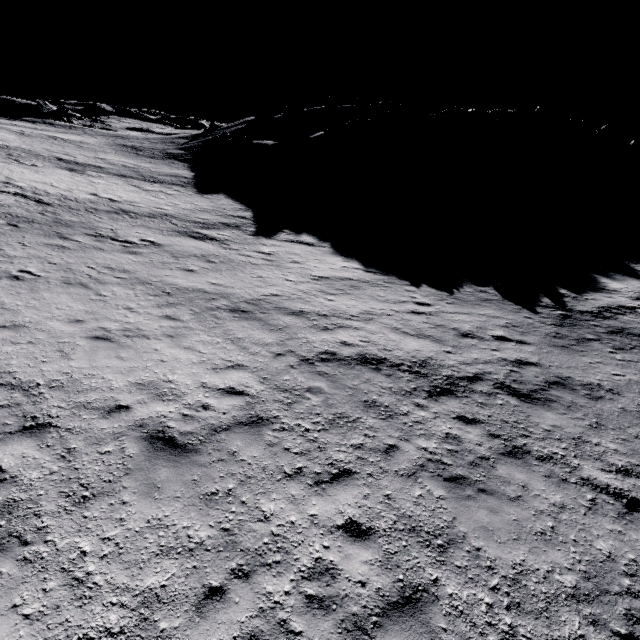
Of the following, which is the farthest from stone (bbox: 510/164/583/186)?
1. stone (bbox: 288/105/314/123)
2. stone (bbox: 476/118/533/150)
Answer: stone (bbox: 288/105/314/123)

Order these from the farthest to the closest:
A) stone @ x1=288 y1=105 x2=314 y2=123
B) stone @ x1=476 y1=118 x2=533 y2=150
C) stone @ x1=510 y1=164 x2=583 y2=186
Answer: stone @ x1=288 y1=105 x2=314 y2=123
stone @ x1=476 y1=118 x2=533 y2=150
stone @ x1=510 y1=164 x2=583 y2=186

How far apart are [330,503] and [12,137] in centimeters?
5288cm

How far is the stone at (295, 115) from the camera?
57.2m

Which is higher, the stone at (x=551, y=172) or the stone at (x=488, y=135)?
the stone at (x=488, y=135)

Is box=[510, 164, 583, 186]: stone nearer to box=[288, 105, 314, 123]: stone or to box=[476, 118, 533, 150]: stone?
box=[476, 118, 533, 150]: stone

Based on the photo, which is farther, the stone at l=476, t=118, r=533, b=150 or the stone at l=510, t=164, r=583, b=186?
the stone at l=476, t=118, r=533, b=150

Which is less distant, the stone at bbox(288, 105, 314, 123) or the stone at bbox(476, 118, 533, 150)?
the stone at bbox(476, 118, 533, 150)
